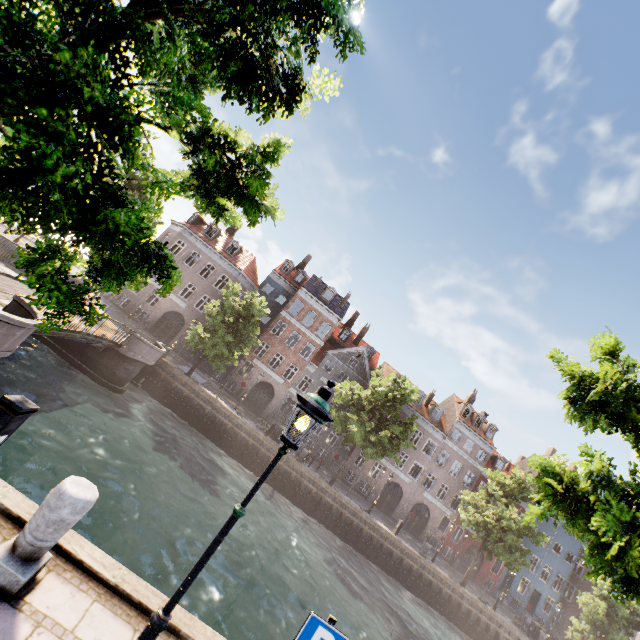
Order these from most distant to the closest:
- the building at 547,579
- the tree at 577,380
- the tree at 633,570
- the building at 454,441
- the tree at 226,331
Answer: the building at 547,579, the building at 454,441, the tree at 226,331, the tree at 577,380, the tree at 633,570

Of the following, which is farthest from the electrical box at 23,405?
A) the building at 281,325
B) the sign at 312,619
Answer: the building at 281,325

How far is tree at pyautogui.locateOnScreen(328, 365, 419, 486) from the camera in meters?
24.2 m

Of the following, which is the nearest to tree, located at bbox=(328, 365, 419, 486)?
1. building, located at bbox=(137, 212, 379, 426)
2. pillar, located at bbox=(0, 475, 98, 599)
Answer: pillar, located at bbox=(0, 475, 98, 599)

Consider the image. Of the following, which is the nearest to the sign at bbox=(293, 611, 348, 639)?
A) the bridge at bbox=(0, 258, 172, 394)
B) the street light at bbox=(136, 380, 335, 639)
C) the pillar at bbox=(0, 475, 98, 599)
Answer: the street light at bbox=(136, 380, 335, 639)

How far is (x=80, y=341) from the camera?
15.62m

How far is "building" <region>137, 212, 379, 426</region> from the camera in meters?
33.9 m
